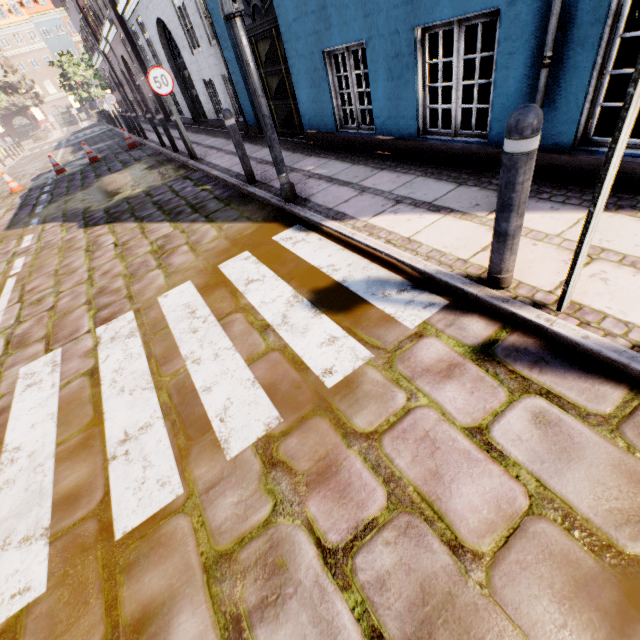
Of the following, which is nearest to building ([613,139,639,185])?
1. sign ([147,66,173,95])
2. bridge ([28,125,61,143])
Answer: sign ([147,66,173,95])

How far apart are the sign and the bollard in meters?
8.3

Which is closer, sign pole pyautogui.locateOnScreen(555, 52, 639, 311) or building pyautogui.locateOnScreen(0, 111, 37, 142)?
sign pole pyautogui.locateOnScreen(555, 52, 639, 311)

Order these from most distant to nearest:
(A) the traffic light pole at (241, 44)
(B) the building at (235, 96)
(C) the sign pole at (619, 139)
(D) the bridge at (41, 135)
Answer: (D) the bridge at (41, 135) → (B) the building at (235, 96) → (A) the traffic light pole at (241, 44) → (C) the sign pole at (619, 139)

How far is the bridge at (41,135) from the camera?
A: 36.2 meters

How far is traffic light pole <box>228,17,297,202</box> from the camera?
3.35m

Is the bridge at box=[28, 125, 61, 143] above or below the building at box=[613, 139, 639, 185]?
above

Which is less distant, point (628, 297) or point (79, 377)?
point (628, 297)
